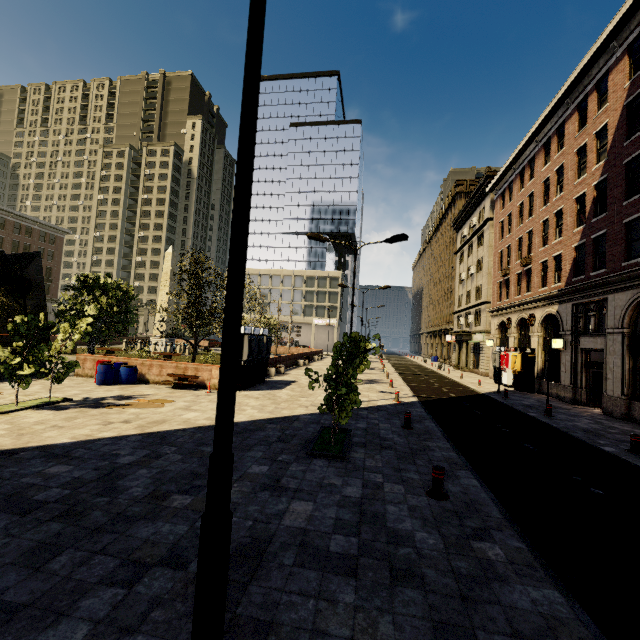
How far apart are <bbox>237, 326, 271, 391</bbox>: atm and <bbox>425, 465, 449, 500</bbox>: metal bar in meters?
12.5

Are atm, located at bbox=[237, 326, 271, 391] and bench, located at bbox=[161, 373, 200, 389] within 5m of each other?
yes

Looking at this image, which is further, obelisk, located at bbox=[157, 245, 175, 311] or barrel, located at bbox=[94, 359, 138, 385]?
obelisk, located at bbox=[157, 245, 175, 311]

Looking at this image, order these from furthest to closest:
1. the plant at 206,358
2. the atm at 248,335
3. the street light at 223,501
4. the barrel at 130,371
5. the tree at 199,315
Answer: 1. the plant at 206,358
2. the tree at 199,315
3. the atm at 248,335
4. the barrel at 130,371
5. the street light at 223,501

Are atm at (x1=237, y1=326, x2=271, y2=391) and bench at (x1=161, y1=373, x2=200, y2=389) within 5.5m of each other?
yes

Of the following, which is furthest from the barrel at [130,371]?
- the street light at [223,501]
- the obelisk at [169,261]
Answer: the obelisk at [169,261]

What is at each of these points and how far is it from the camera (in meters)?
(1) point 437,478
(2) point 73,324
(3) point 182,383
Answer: (1) metal bar, 6.28
(2) tree, 12.29
(3) bench, 15.59

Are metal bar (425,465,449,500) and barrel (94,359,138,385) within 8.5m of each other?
no
